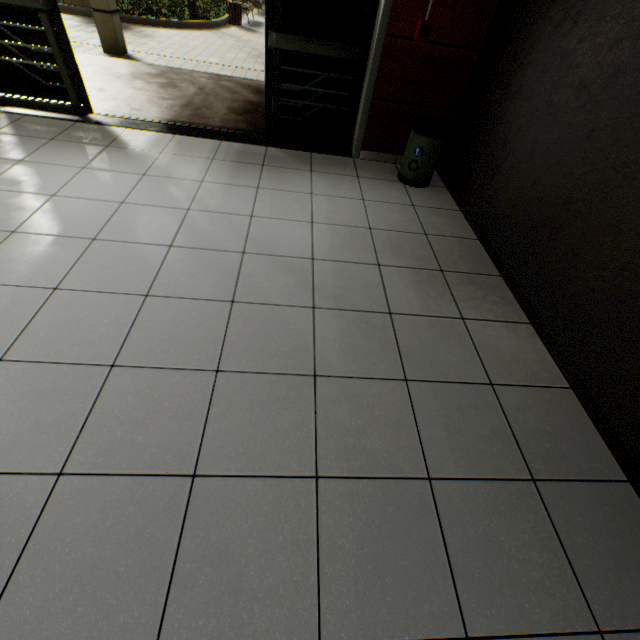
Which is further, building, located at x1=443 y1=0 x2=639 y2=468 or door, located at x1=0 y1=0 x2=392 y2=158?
door, located at x1=0 y1=0 x2=392 y2=158

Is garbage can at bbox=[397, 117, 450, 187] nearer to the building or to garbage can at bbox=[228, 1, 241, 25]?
the building

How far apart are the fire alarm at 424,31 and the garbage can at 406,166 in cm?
73

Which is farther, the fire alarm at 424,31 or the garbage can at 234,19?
the garbage can at 234,19

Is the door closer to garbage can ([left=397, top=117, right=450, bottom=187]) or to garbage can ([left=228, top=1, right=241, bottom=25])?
garbage can ([left=397, top=117, right=450, bottom=187])

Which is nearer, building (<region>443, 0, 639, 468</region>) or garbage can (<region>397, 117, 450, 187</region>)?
building (<region>443, 0, 639, 468</region>)

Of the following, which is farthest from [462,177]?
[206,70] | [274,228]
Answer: [206,70]
